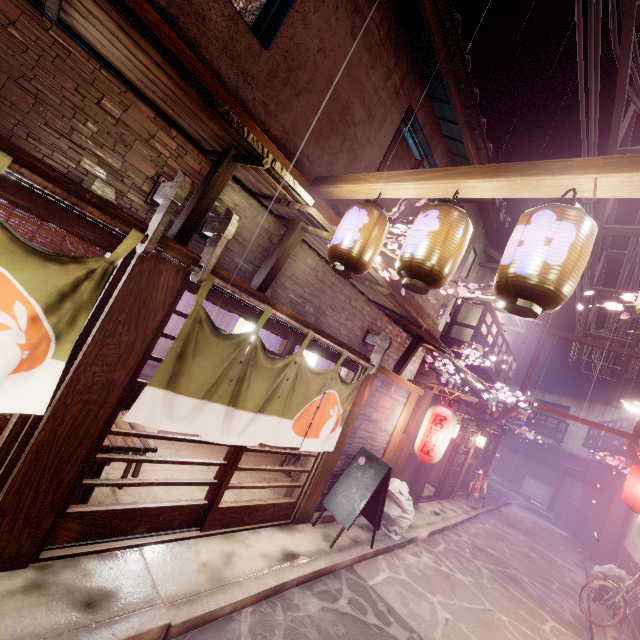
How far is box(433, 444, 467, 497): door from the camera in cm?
2036

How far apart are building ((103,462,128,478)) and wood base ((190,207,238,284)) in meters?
5.9

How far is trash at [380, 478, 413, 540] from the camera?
11.98m

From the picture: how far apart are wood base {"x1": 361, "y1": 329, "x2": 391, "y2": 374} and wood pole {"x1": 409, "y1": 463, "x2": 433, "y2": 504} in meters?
9.6

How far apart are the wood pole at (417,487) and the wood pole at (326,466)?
8.8 meters

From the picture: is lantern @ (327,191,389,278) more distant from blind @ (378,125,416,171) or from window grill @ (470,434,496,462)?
window grill @ (470,434,496,462)

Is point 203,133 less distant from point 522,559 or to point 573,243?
point 573,243

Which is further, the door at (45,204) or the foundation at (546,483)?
the foundation at (546,483)
